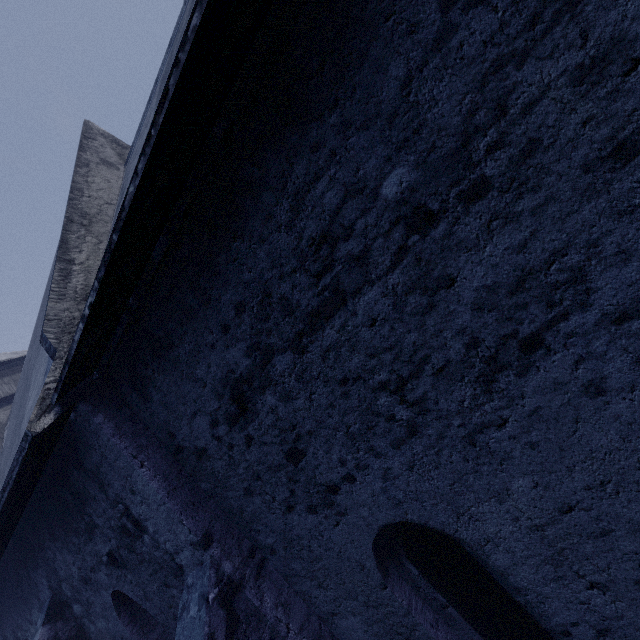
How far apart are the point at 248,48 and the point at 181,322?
2.2 meters
